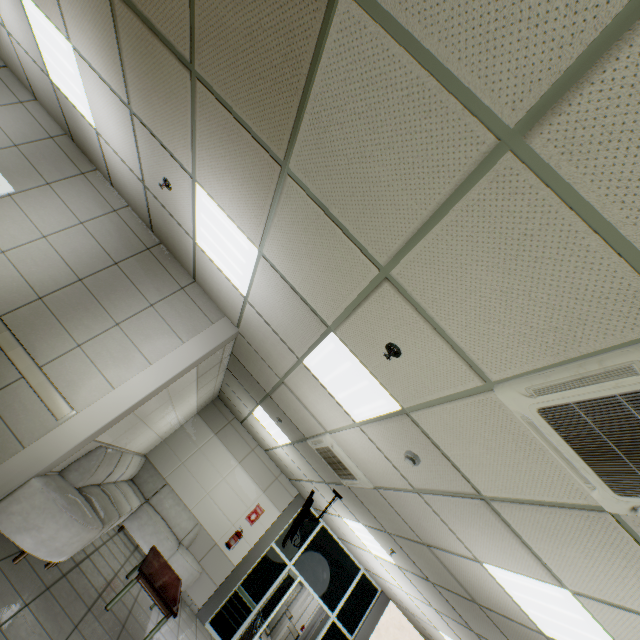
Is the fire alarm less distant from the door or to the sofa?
the sofa

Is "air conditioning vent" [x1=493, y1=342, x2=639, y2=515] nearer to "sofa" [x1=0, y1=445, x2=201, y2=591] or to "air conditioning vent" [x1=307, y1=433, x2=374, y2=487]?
"air conditioning vent" [x1=307, y1=433, x2=374, y2=487]

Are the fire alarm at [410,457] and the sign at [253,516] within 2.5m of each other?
no

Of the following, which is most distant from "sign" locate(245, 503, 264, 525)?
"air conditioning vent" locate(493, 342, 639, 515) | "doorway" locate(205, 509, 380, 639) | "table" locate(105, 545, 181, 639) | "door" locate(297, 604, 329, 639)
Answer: "air conditioning vent" locate(493, 342, 639, 515)

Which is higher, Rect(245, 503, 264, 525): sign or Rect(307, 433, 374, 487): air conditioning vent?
Rect(307, 433, 374, 487): air conditioning vent

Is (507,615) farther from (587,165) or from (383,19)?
(383,19)

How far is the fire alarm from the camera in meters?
3.2

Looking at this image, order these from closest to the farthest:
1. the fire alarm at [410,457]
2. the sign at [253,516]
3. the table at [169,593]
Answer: the fire alarm at [410,457], the table at [169,593], the sign at [253,516]
